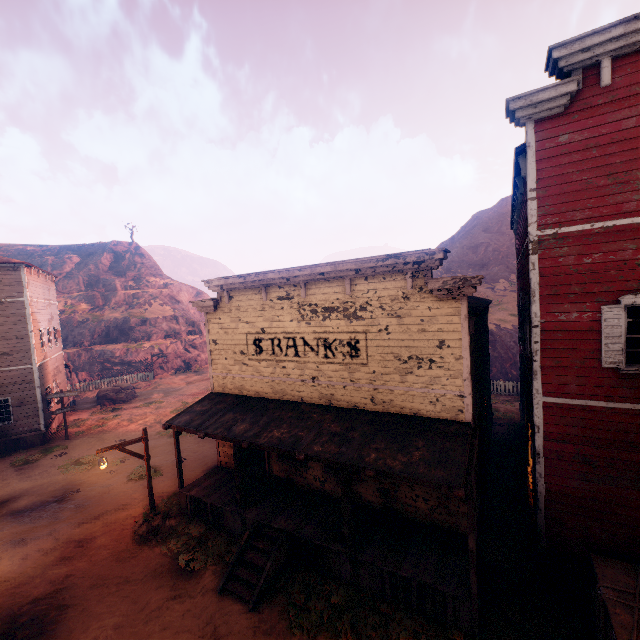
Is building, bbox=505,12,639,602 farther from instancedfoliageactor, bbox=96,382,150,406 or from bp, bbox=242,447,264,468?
instancedfoliageactor, bbox=96,382,150,406

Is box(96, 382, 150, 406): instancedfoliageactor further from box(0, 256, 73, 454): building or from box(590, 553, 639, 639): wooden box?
box(590, 553, 639, 639): wooden box

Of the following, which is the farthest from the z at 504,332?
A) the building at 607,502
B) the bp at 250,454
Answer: the bp at 250,454

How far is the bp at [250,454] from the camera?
13.4 meters

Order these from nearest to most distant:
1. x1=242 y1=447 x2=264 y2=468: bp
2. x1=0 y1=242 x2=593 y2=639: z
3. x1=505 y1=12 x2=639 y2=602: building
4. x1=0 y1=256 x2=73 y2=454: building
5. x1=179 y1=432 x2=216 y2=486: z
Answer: x1=505 y1=12 x2=639 y2=602: building, x1=0 y1=242 x2=593 y2=639: z, x1=242 y1=447 x2=264 y2=468: bp, x1=179 y1=432 x2=216 y2=486: z, x1=0 y1=256 x2=73 y2=454: building

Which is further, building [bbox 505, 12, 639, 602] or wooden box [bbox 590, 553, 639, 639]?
building [bbox 505, 12, 639, 602]

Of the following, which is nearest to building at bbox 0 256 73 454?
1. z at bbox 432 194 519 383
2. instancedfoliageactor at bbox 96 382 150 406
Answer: z at bbox 432 194 519 383

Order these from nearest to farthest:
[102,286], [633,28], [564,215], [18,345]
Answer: [633,28] → [564,215] → [18,345] → [102,286]
